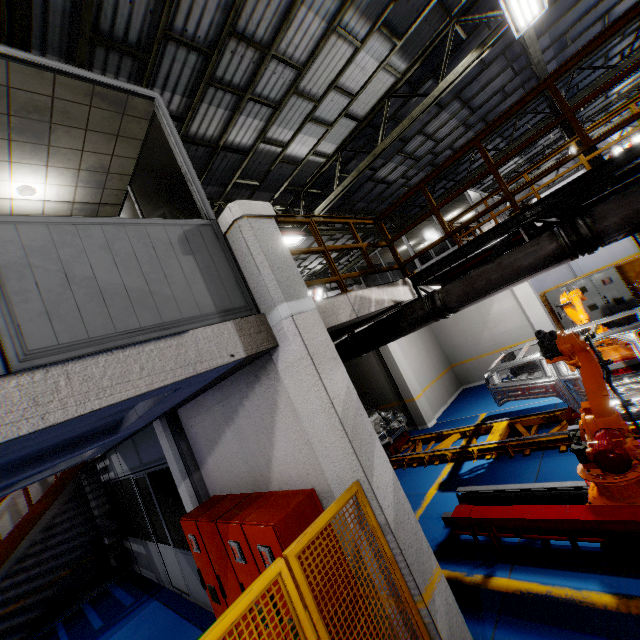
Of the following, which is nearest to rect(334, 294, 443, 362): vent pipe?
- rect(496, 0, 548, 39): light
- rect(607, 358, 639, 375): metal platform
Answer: rect(496, 0, 548, 39): light

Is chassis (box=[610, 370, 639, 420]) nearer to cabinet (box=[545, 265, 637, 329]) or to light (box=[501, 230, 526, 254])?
light (box=[501, 230, 526, 254])

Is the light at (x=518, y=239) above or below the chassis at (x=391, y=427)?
above

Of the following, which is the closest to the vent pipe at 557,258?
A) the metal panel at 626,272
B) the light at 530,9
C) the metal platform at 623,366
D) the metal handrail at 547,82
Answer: the metal handrail at 547,82

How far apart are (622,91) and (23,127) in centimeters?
2391cm

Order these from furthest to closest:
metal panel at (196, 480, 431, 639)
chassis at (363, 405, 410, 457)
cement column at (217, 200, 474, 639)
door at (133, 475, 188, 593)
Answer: chassis at (363, 405, 410, 457)
door at (133, 475, 188, 593)
cement column at (217, 200, 474, 639)
metal panel at (196, 480, 431, 639)

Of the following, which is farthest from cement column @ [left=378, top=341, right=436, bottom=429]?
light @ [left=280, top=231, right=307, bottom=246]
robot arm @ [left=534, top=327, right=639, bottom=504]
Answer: robot arm @ [left=534, top=327, right=639, bottom=504]

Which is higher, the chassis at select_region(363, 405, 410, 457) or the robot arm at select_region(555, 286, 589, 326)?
the robot arm at select_region(555, 286, 589, 326)
